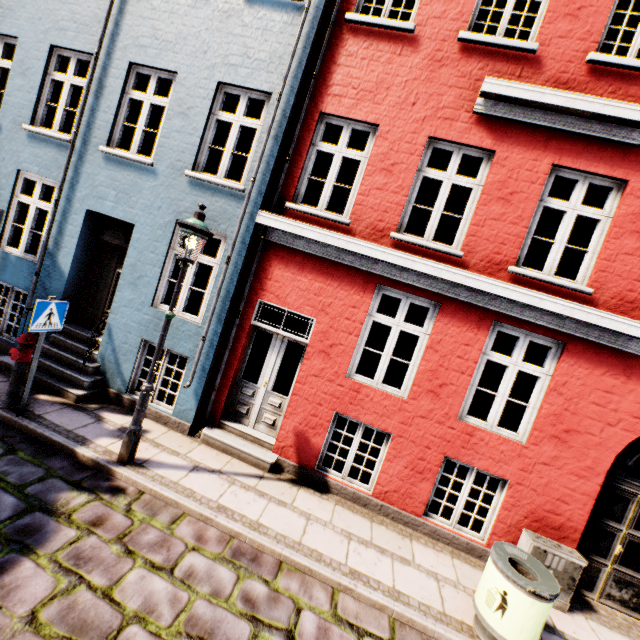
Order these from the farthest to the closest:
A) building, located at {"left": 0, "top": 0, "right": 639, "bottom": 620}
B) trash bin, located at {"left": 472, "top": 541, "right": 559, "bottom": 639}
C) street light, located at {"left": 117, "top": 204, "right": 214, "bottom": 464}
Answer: building, located at {"left": 0, "top": 0, "right": 639, "bottom": 620} < street light, located at {"left": 117, "top": 204, "right": 214, "bottom": 464} < trash bin, located at {"left": 472, "top": 541, "right": 559, "bottom": 639}

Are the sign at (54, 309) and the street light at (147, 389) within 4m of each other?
yes

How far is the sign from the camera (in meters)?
4.71

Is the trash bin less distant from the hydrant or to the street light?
the street light

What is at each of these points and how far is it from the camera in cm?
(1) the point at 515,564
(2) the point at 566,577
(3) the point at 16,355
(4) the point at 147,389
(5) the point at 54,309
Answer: (1) trash bin, 406
(2) electrical box, 476
(3) hydrant, 508
(4) street light, 472
(5) sign, 497

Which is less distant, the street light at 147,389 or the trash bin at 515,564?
the trash bin at 515,564

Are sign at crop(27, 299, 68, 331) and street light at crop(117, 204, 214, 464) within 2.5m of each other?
yes

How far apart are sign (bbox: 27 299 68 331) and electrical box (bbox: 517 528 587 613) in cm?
805
